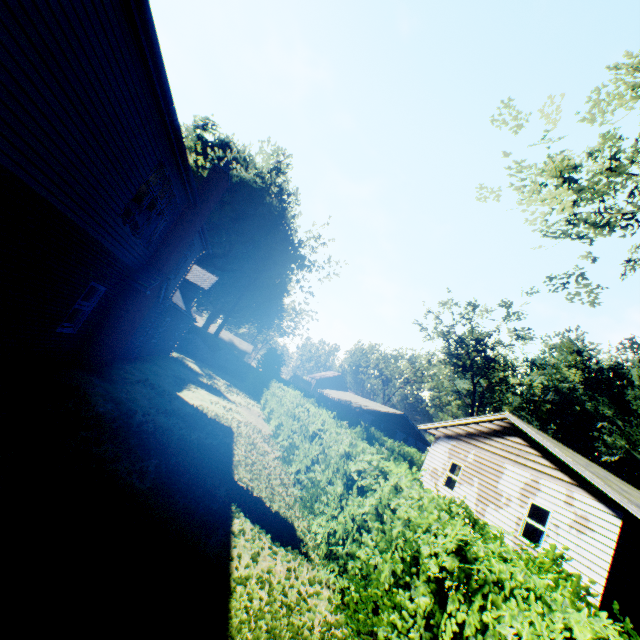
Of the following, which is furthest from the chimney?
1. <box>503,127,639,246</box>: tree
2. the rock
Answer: the rock

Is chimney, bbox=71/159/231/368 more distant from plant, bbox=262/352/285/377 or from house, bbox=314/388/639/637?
plant, bbox=262/352/285/377

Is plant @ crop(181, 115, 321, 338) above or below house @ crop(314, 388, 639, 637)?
above

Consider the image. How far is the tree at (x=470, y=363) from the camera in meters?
37.9

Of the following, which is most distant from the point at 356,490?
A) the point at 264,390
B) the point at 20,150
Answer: the point at 264,390

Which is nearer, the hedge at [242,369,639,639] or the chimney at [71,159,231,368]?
the hedge at [242,369,639,639]

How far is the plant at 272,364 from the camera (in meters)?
38.28

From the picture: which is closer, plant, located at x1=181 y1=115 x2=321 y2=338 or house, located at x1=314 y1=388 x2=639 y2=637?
house, located at x1=314 y1=388 x2=639 y2=637
